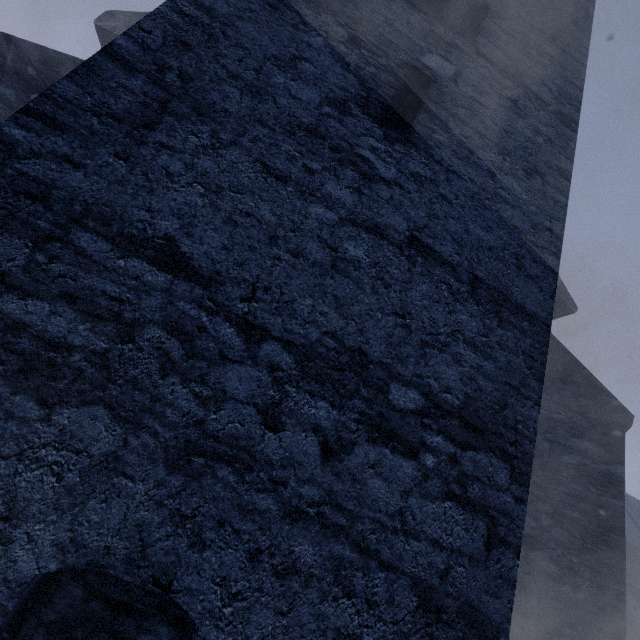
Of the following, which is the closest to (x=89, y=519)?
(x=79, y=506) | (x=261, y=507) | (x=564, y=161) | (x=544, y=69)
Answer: (x=79, y=506)
